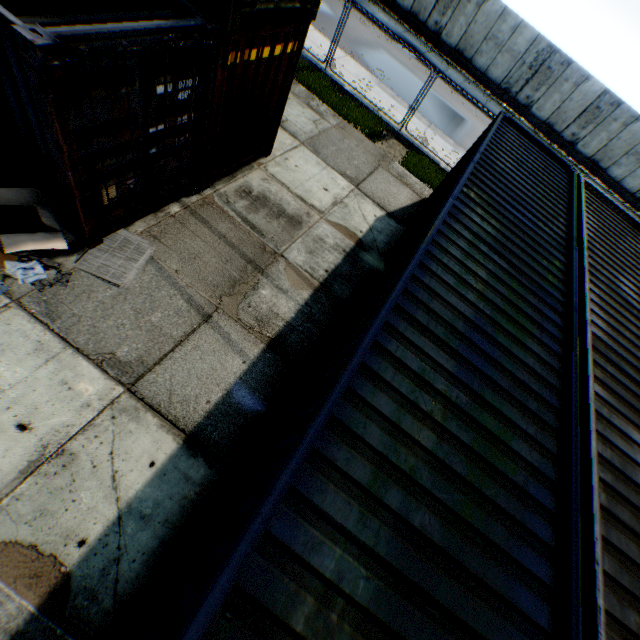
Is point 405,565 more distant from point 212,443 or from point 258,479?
point 212,443

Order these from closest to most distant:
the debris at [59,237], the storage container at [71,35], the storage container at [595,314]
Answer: the storage container at [595,314] < the storage container at [71,35] < the debris at [59,237]

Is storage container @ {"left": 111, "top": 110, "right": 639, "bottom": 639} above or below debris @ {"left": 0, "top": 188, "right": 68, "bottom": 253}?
above

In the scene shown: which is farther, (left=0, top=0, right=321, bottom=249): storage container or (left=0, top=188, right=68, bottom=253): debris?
(left=0, top=188, right=68, bottom=253): debris

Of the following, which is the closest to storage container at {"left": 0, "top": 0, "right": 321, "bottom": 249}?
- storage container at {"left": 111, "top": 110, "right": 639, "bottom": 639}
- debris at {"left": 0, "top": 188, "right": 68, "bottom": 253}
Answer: debris at {"left": 0, "top": 188, "right": 68, "bottom": 253}

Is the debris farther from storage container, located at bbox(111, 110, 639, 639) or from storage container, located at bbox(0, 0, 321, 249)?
storage container, located at bbox(111, 110, 639, 639)

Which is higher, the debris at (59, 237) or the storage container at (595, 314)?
the storage container at (595, 314)
